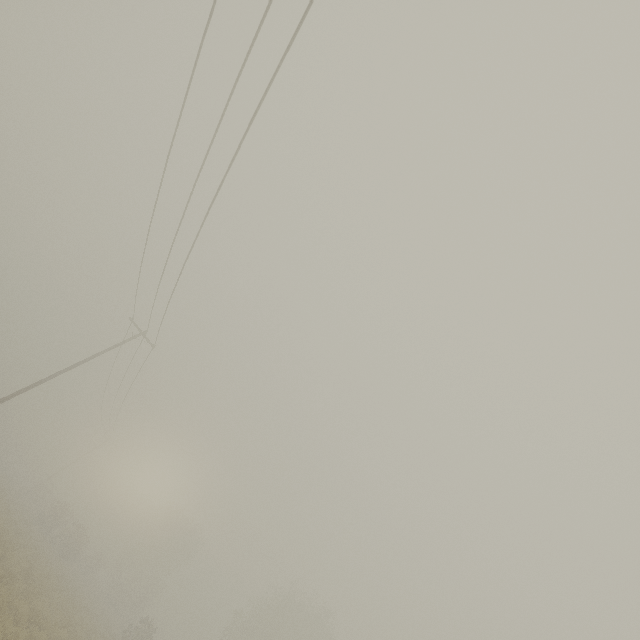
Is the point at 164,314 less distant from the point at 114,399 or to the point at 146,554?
the point at 114,399
